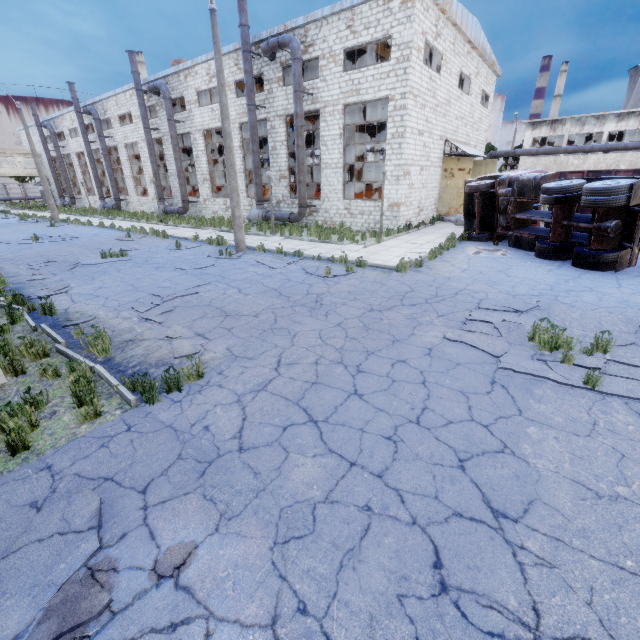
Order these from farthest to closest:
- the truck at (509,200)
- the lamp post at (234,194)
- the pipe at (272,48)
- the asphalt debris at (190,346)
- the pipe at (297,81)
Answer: the pipe at (272,48) → the pipe at (297,81) → the lamp post at (234,194) → the truck at (509,200) → the asphalt debris at (190,346)

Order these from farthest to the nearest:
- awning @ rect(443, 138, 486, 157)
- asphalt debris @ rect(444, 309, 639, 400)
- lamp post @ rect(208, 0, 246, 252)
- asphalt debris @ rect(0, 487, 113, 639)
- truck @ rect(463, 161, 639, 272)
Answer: awning @ rect(443, 138, 486, 157) < lamp post @ rect(208, 0, 246, 252) < truck @ rect(463, 161, 639, 272) < asphalt debris @ rect(444, 309, 639, 400) < asphalt debris @ rect(0, 487, 113, 639)

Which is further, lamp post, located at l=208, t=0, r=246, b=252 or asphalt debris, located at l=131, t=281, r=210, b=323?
lamp post, located at l=208, t=0, r=246, b=252

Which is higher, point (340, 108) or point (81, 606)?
point (340, 108)

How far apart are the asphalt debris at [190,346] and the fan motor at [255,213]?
17.69m

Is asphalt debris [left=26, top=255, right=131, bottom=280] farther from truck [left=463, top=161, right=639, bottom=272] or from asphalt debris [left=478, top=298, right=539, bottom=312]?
truck [left=463, top=161, right=639, bottom=272]

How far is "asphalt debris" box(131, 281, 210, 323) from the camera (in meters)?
7.65

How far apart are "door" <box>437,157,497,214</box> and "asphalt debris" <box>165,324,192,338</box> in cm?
2150
